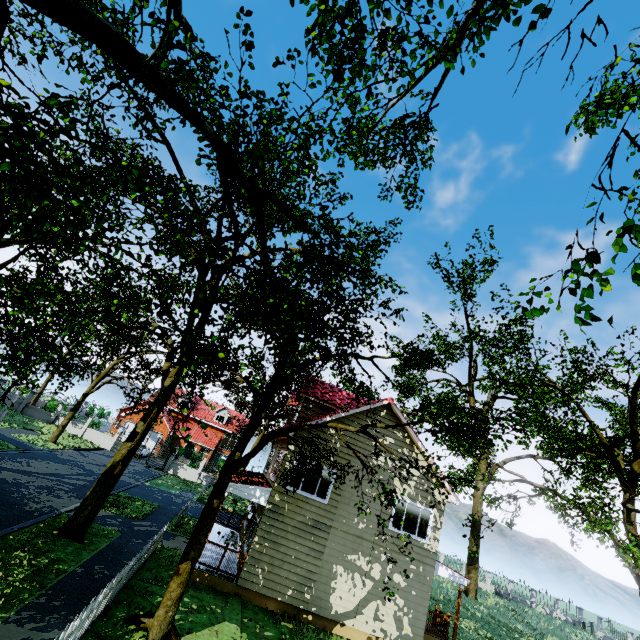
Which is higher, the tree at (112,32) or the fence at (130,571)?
the tree at (112,32)

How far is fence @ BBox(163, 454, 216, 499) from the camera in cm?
3417

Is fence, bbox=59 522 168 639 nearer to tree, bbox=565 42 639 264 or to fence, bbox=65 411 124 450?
tree, bbox=565 42 639 264

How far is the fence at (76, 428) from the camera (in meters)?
33.66

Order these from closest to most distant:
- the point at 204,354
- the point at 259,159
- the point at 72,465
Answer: the point at 259,159, the point at 204,354, the point at 72,465

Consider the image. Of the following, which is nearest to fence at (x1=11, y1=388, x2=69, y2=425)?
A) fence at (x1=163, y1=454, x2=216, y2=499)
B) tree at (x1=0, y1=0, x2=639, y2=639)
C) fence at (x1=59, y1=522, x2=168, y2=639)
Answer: tree at (x1=0, y1=0, x2=639, y2=639)

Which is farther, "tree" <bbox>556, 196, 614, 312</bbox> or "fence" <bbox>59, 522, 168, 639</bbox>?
"fence" <bbox>59, 522, 168, 639</bbox>
